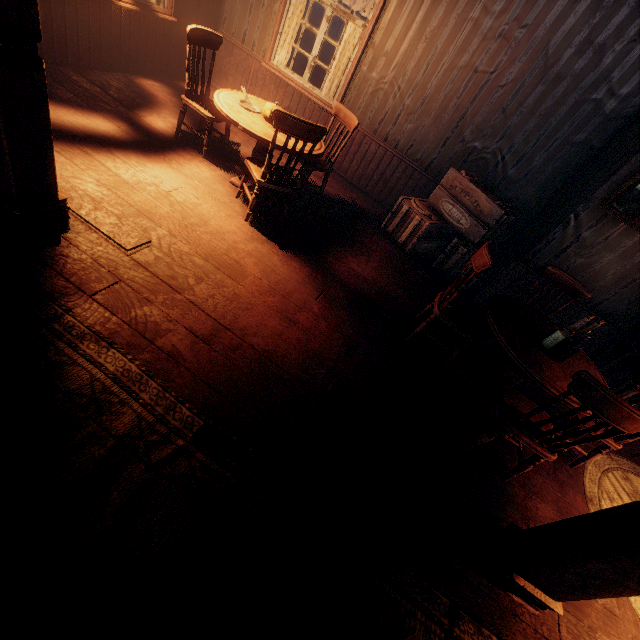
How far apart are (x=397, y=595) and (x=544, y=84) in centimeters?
615cm

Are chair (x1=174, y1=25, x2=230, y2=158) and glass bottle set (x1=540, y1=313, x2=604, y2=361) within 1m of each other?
no

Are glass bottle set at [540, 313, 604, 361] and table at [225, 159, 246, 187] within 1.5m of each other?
no

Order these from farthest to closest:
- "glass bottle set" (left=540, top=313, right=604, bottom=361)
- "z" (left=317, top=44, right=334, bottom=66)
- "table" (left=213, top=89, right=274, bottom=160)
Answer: "z" (left=317, top=44, right=334, bottom=66) < "table" (left=213, top=89, right=274, bottom=160) < "glass bottle set" (left=540, top=313, right=604, bottom=361)

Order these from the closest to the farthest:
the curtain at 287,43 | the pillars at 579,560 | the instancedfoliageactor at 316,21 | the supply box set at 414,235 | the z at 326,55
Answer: the pillars at 579,560 < the supply box set at 414,235 < the curtain at 287,43 < the z at 326,55 < the instancedfoliageactor at 316,21

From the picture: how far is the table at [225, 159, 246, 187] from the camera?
4.1m

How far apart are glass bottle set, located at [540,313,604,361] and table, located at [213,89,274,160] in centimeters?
317cm

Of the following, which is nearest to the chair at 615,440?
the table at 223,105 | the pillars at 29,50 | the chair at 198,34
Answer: the table at 223,105
